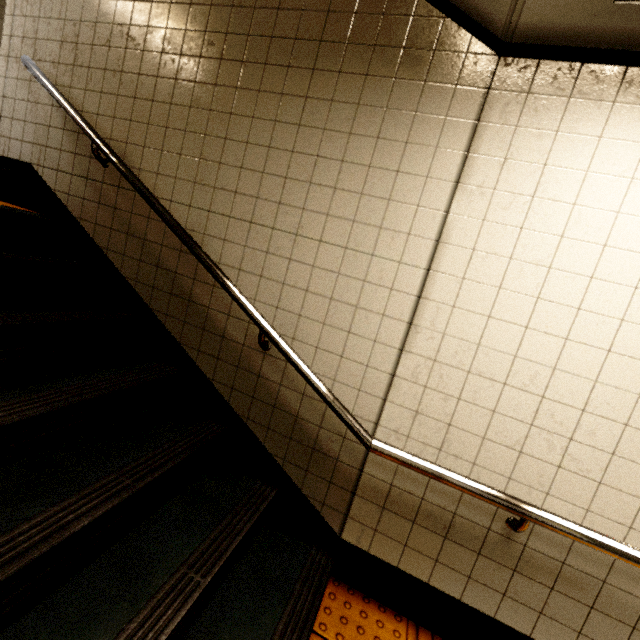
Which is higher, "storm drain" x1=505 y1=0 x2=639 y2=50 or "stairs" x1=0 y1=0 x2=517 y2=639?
"storm drain" x1=505 y1=0 x2=639 y2=50

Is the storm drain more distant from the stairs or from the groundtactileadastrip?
the groundtactileadastrip

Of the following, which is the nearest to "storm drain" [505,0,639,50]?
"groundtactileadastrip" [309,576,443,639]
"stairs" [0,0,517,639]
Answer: "stairs" [0,0,517,639]

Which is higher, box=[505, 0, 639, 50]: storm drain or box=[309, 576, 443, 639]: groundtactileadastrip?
box=[505, 0, 639, 50]: storm drain

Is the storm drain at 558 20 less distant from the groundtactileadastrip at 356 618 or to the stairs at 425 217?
the stairs at 425 217

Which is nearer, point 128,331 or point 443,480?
point 443,480
